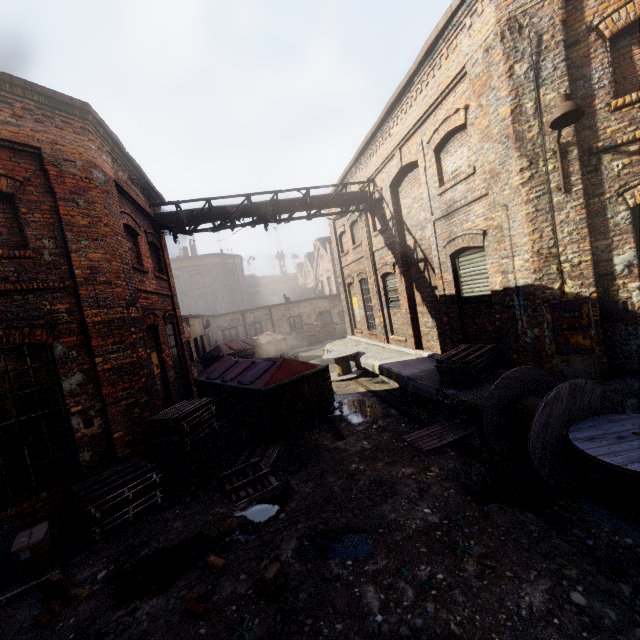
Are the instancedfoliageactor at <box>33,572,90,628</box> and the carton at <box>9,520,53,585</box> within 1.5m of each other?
yes

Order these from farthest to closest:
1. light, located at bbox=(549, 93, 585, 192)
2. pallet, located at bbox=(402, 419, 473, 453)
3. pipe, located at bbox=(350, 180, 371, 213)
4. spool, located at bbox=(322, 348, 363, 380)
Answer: spool, located at bbox=(322, 348, 363, 380) < pipe, located at bbox=(350, 180, 371, 213) < pallet, located at bbox=(402, 419, 473, 453) < light, located at bbox=(549, 93, 585, 192)

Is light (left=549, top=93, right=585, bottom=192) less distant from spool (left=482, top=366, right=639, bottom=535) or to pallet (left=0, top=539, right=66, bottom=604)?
spool (left=482, top=366, right=639, bottom=535)

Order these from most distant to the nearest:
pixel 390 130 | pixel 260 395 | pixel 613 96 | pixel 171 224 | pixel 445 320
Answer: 1. pixel 171 224
2. pixel 390 130
3. pixel 445 320
4. pixel 260 395
5. pixel 613 96

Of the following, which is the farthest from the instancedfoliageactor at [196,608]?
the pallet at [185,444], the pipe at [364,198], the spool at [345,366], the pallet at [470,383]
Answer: the pipe at [364,198]

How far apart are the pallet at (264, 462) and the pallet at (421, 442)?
2.8 meters

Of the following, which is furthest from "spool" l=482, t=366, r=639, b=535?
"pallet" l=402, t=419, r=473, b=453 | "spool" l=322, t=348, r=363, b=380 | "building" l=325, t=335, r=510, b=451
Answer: "spool" l=322, t=348, r=363, b=380

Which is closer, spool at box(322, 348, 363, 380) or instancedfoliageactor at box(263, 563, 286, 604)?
instancedfoliageactor at box(263, 563, 286, 604)
